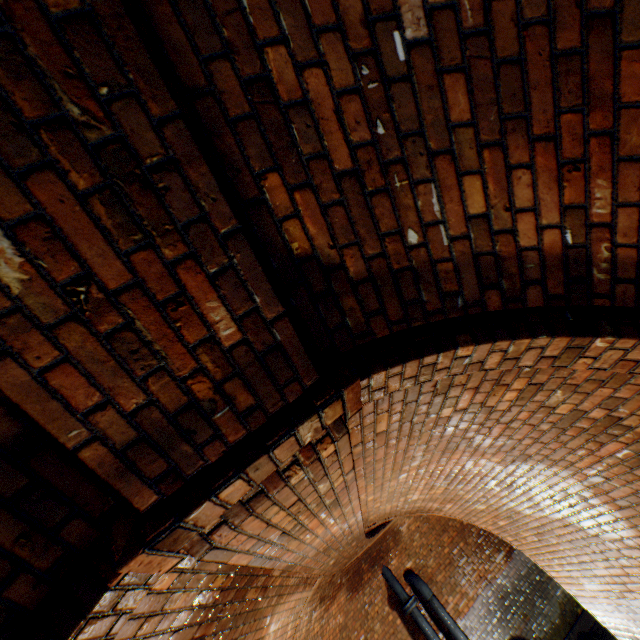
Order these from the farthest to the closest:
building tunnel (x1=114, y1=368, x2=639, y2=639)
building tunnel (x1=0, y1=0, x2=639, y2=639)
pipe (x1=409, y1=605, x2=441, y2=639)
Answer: pipe (x1=409, y1=605, x2=441, y2=639), building tunnel (x1=114, y1=368, x2=639, y2=639), building tunnel (x1=0, y1=0, x2=639, y2=639)

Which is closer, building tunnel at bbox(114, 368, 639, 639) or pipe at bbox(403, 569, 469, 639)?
building tunnel at bbox(114, 368, 639, 639)

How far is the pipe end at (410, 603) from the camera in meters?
7.4 m

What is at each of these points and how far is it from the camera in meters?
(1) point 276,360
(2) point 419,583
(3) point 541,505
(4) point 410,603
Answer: (1) building tunnel, 1.3 m
(2) pipe, 7.9 m
(3) building tunnel, 3.6 m
(4) pipe end, 7.4 m

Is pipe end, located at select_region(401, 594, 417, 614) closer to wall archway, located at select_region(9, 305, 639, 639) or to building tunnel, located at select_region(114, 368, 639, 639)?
building tunnel, located at select_region(114, 368, 639, 639)

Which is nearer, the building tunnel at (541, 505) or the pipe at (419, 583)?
the building tunnel at (541, 505)

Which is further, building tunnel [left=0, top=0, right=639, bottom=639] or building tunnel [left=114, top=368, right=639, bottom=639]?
building tunnel [left=114, top=368, right=639, bottom=639]
